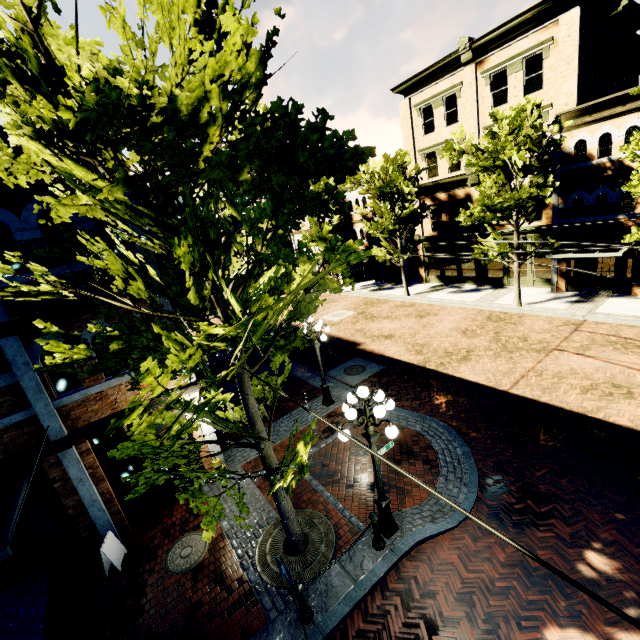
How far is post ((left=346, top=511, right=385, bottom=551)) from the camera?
6.6 meters

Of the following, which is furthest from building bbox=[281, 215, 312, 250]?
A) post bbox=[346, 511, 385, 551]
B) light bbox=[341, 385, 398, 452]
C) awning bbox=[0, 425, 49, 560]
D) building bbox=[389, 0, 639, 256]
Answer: awning bbox=[0, 425, 49, 560]

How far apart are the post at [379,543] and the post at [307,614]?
1.4 meters

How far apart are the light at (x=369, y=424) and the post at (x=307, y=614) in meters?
2.0 m

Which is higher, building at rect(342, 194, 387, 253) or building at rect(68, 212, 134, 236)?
building at rect(68, 212, 134, 236)

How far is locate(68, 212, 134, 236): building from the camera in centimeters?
706cm

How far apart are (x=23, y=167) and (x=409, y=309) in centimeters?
2100cm

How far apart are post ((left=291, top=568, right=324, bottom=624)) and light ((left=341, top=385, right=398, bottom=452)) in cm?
202
